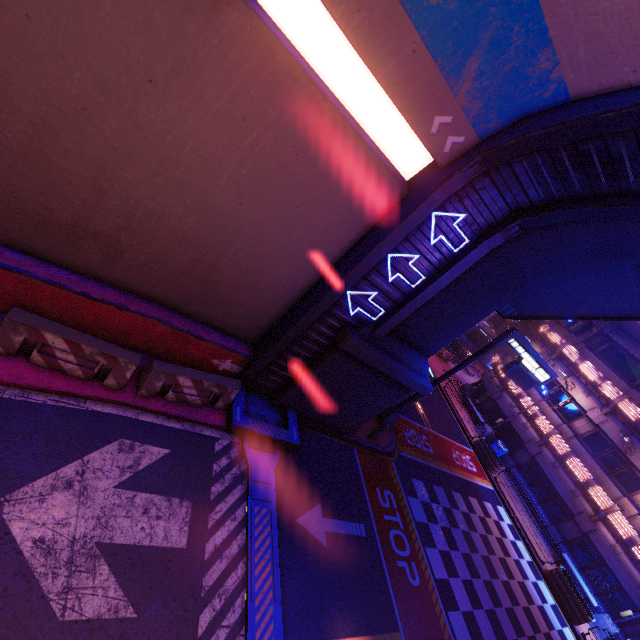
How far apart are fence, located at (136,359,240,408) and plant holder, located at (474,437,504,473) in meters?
20.3

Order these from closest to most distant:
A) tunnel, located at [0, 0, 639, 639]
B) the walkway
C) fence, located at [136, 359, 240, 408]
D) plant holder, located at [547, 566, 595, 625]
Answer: tunnel, located at [0, 0, 639, 639], fence, located at [136, 359, 240, 408], the walkway, plant holder, located at [547, 566, 595, 625]

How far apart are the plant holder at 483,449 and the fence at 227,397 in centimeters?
2032cm

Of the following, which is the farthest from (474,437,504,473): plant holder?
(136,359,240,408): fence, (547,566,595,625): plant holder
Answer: (136,359,240,408): fence

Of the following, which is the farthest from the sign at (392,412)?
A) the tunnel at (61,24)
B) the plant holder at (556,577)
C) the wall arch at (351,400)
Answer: the plant holder at (556,577)

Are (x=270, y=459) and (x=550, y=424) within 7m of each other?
no

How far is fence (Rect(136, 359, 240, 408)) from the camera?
7.7m

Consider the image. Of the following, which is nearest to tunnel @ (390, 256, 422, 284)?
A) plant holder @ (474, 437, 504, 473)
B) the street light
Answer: plant holder @ (474, 437, 504, 473)
